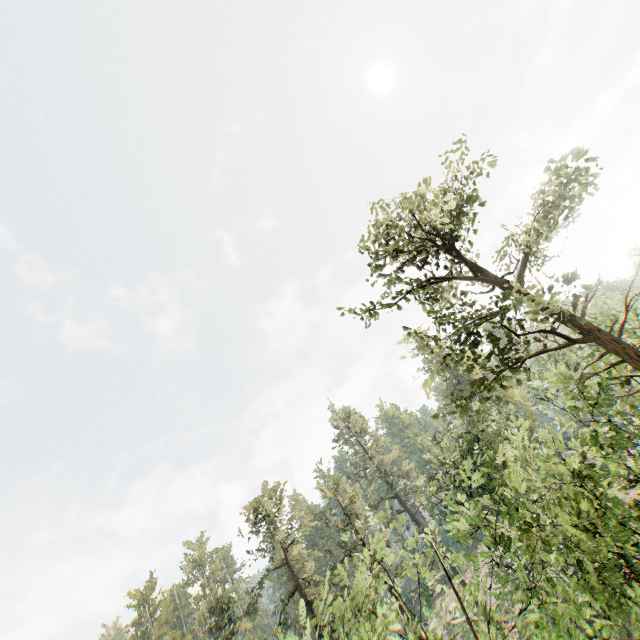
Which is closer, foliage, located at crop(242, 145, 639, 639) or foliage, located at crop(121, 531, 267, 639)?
foliage, located at crop(242, 145, 639, 639)

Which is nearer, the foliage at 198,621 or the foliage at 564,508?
the foliage at 564,508

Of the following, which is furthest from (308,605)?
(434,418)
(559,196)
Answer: (559,196)
